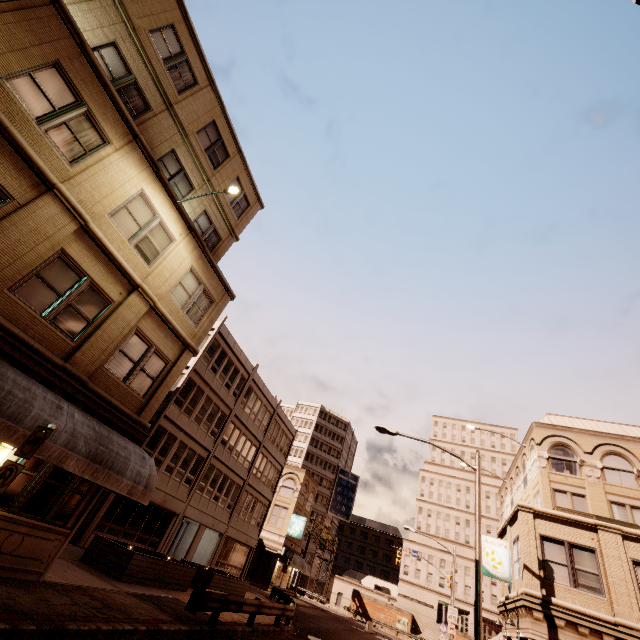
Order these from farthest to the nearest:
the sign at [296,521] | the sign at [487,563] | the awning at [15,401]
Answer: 1. the sign at [296,521]
2. the sign at [487,563]
3. the awning at [15,401]

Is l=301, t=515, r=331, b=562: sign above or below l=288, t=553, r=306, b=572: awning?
above

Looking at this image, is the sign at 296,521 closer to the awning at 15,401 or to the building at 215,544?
the awning at 15,401

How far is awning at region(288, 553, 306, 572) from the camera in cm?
3808

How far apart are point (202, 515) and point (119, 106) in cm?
2715

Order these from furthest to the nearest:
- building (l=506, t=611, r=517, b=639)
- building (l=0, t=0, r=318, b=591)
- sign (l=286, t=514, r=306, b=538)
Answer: sign (l=286, t=514, r=306, b=538), building (l=506, t=611, r=517, b=639), building (l=0, t=0, r=318, b=591)

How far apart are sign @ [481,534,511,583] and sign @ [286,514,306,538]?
27.27m

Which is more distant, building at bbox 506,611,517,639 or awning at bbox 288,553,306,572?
awning at bbox 288,553,306,572
